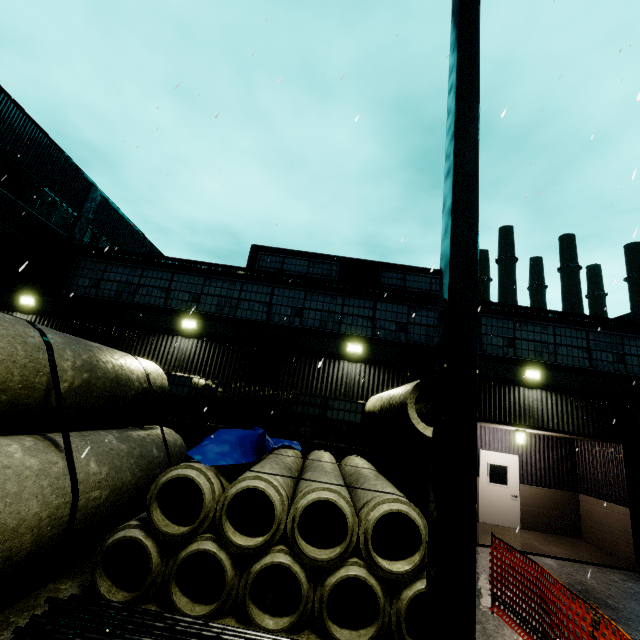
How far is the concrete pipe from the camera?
5.7m

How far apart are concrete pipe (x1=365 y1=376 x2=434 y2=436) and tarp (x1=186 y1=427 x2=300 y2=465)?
0.78m

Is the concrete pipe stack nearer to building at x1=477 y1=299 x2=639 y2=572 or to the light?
building at x1=477 y1=299 x2=639 y2=572

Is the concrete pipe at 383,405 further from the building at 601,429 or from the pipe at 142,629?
the pipe at 142,629

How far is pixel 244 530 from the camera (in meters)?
5.13

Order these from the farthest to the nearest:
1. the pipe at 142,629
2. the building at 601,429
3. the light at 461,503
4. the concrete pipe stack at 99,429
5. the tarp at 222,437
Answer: the building at 601,429, the tarp at 222,437, the concrete pipe stack at 99,429, the pipe at 142,629, the light at 461,503

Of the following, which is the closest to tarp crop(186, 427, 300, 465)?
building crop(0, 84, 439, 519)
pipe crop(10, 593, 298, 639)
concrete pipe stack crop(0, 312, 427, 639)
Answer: concrete pipe stack crop(0, 312, 427, 639)

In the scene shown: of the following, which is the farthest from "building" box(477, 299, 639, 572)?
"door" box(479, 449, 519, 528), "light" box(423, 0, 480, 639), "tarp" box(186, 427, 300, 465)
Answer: "light" box(423, 0, 480, 639)
